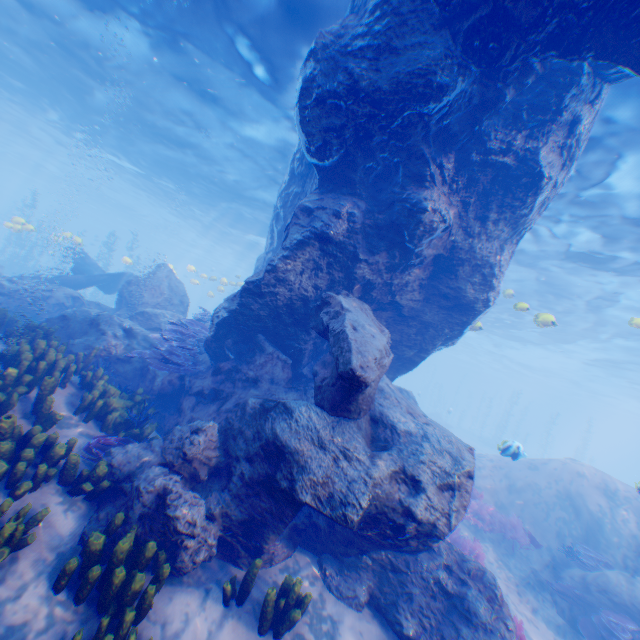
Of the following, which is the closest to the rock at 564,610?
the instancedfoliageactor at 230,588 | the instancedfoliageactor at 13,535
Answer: the instancedfoliageactor at 13,535

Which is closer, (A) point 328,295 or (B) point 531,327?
(A) point 328,295

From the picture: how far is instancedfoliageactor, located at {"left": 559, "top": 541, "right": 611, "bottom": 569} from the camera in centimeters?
999cm

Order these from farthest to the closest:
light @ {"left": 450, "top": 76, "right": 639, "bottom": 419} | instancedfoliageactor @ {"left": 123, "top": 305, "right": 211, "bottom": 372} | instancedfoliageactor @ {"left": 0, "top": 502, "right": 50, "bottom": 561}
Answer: light @ {"left": 450, "top": 76, "right": 639, "bottom": 419} → instancedfoliageactor @ {"left": 123, "top": 305, "right": 211, "bottom": 372} → instancedfoliageactor @ {"left": 0, "top": 502, "right": 50, "bottom": 561}

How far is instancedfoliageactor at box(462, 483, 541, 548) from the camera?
11.04m

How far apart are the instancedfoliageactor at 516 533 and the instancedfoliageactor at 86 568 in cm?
1023

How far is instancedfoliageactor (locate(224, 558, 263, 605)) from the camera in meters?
4.6

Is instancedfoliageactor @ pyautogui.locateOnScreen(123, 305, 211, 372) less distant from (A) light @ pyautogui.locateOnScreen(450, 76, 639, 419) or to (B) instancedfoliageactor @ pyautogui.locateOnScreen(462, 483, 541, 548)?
(A) light @ pyautogui.locateOnScreen(450, 76, 639, 419)
